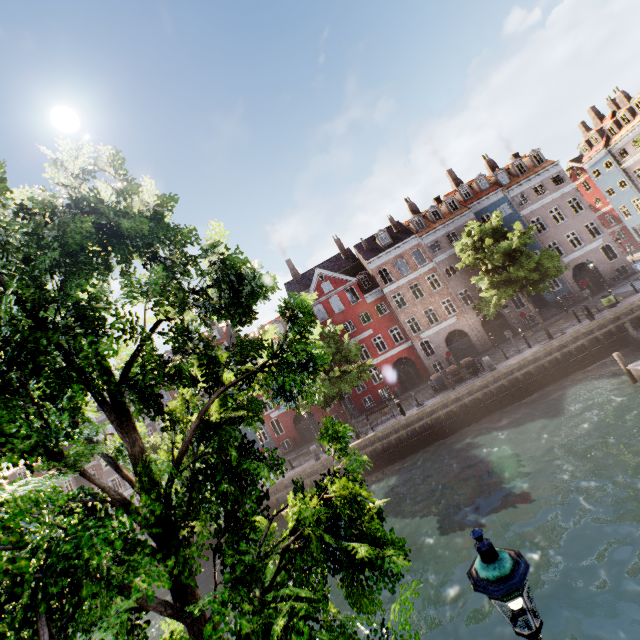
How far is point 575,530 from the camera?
10.4m

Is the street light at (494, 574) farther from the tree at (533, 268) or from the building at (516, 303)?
the building at (516, 303)

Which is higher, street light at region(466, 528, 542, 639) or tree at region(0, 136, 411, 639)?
tree at region(0, 136, 411, 639)

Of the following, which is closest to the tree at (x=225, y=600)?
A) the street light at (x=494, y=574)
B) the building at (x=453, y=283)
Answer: the street light at (x=494, y=574)

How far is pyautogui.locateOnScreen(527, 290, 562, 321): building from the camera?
31.5m

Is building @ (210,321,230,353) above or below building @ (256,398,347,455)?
above
